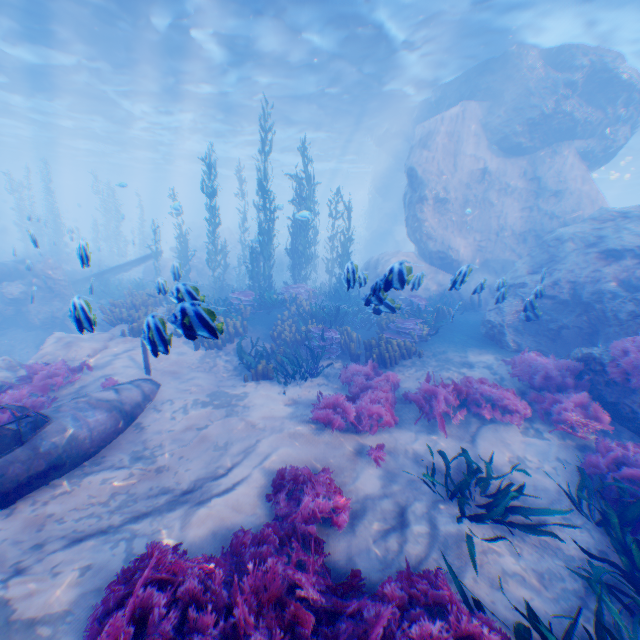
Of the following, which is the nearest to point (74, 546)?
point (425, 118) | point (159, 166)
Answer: point (425, 118)

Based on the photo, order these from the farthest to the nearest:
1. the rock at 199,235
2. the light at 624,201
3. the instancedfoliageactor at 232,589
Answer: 1. the rock at 199,235
2. the light at 624,201
3. the instancedfoliageactor at 232,589

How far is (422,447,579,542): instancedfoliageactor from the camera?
4.3 meters

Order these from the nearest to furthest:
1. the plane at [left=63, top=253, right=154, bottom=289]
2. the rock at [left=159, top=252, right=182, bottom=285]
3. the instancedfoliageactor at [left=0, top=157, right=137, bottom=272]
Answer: the rock at [left=159, top=252, right=182, bottom=285] → the plane at [left=63, top=253, right=154, bottom=289] → the instancedfoliageactor at [left=0, top=157, right=137, bottom=272]

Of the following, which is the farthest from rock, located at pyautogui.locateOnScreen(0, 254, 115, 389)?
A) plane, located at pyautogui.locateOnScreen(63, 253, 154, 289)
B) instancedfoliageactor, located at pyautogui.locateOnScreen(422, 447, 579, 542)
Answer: instancedfoliageactor, located at pyautogui.locateOnScreen(422, 447, 579, 542)

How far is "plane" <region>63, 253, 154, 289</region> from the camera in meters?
17.6

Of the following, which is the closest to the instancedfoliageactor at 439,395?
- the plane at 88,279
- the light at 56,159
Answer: the plane at 88,279

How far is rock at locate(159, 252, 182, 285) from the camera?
8.1m
